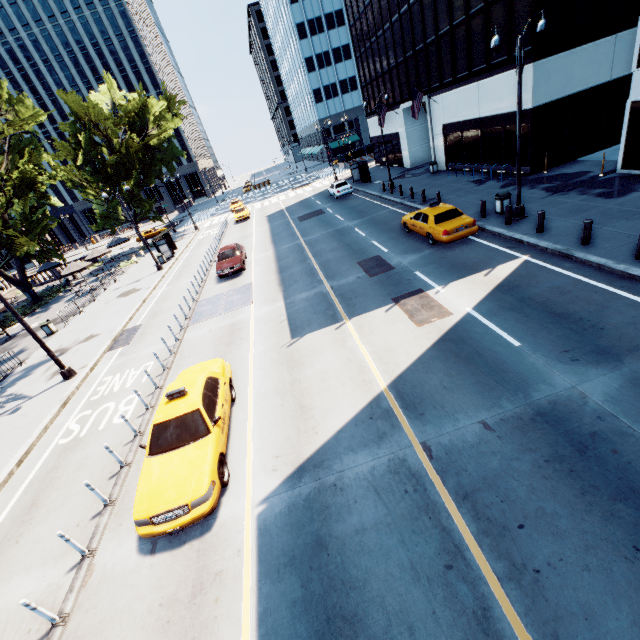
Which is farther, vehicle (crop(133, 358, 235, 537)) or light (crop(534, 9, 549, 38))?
light (crop(534, 9, 549, 38))

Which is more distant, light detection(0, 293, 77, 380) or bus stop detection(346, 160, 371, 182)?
bus stop detection(346, 160, 371, 182)

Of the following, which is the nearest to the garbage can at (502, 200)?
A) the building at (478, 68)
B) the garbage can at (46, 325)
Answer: the building at (478, 68)

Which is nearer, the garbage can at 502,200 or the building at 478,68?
the garbage can at 502,200

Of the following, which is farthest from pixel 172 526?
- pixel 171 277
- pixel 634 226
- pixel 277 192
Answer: pixel 277 192

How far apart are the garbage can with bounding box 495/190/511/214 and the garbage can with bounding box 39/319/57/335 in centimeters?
2880cm

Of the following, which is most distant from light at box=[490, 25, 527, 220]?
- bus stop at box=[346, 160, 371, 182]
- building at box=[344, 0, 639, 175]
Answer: bus stop at box=[346, 160, 371, 182]

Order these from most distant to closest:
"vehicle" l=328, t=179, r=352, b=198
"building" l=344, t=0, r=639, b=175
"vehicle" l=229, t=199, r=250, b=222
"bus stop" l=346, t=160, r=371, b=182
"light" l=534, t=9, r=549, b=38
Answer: "vehicle" l=229, t=199, r=250, b=222 → "bus stop" l=346, t=160, r=371, b=182 → "vehicle" l=328, t=179, r=352, b=198 → "building" l=344, t=0, r=639, b=175 → "light" l=534, t=9, r=549, b=38
